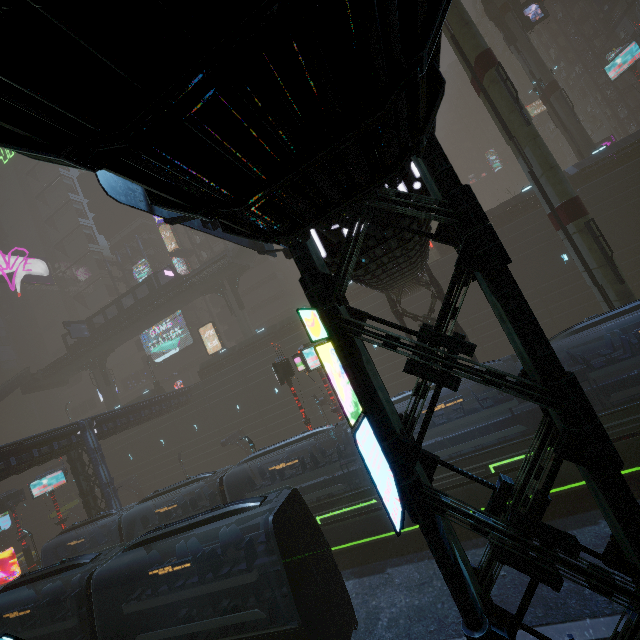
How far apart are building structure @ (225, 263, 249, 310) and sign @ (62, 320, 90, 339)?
21.0 meters

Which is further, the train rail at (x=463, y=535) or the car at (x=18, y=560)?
the car at (x=18, y=560)

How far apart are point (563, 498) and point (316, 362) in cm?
1355

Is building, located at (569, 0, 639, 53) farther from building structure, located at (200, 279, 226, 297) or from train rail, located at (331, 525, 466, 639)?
building structure, located at (200, 279, 226, 297)

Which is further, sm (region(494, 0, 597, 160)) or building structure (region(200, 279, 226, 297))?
building structure (region(200, 279, 226, 297))

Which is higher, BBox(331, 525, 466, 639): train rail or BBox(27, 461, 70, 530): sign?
BBox(27, 461, 70, 530): sign

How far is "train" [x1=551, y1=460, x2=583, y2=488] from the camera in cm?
1225

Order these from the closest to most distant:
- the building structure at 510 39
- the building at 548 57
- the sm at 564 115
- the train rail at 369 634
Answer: the train rail at 369 634, the building at 548 57, the sm at 564 115, the building structure at 510 39
